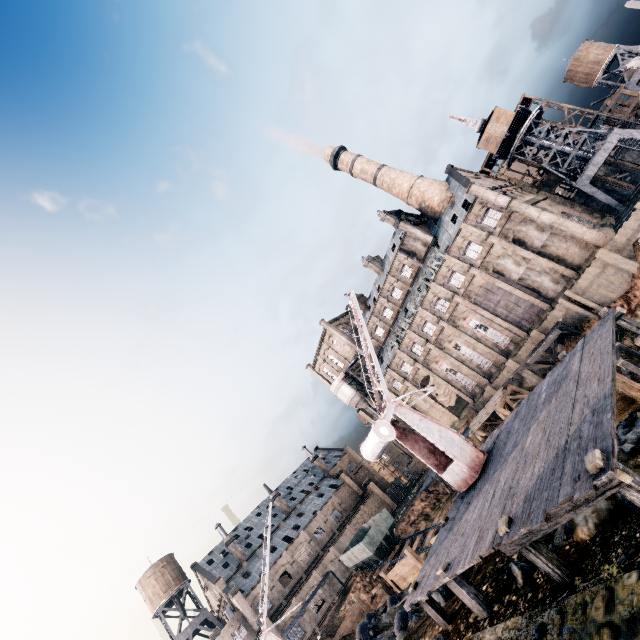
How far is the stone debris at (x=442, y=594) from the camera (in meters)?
11.88

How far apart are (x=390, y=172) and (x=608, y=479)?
55.7m

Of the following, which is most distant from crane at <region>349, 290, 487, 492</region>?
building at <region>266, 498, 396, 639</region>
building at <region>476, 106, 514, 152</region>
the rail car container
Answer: building at <region>266, 498, 396, 639</region>

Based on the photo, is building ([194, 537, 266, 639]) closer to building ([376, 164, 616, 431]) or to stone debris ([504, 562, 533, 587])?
building ([376, 164, 616, 431])

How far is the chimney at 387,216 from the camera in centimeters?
5538cm

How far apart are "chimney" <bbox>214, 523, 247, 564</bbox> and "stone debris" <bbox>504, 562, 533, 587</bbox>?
61.1m

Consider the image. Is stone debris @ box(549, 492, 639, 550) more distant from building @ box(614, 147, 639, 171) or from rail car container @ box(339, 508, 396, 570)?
building @ box(614, 147, 639, 171)

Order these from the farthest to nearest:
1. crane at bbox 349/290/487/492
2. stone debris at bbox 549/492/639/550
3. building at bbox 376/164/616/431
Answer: building at bbox 376/164/616/431, crane at bbox 349/290/487/492, stone debris at bbox 549/492/639/550
